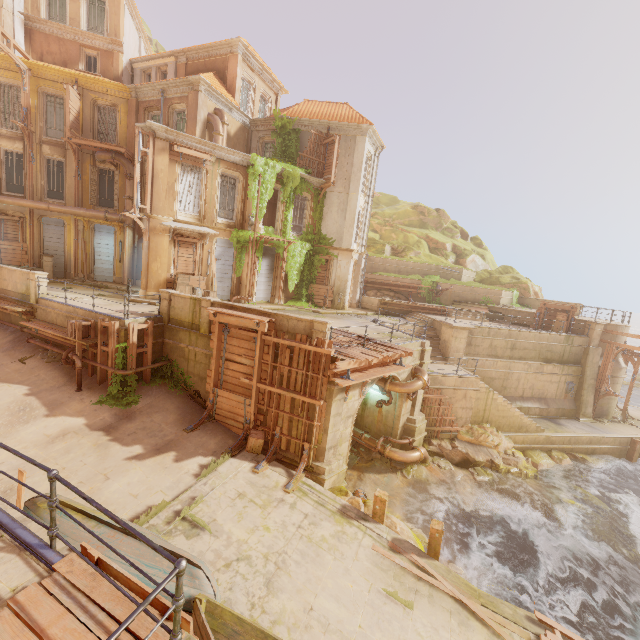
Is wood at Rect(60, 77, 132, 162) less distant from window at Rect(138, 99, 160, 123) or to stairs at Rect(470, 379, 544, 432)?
window at Rect(138, 99, 160, 123)

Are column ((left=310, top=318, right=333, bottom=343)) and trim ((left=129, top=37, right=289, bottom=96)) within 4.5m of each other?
no

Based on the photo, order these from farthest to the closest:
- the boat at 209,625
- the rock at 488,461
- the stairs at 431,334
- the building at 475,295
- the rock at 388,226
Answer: the rock at 388,226, the building at 475,295, the stairs at 431,334, the rock at 488,461, the boat at 209,625

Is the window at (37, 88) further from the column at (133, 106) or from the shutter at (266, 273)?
the shutter at (266, 273)

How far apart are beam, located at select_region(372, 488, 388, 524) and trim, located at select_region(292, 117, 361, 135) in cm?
2186

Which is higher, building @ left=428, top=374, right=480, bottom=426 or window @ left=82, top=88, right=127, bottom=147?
window @ left=82, top=88, right=127, bottom=147

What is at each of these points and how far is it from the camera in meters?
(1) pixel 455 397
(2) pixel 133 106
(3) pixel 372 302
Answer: (1) building, 18.0 m
(2) column, 21.2 m
(3) building, 26.1 m

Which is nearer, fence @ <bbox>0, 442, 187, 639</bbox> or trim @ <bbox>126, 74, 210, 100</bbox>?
fence @ <bbox>0, 442, 187, 639</bbox>
